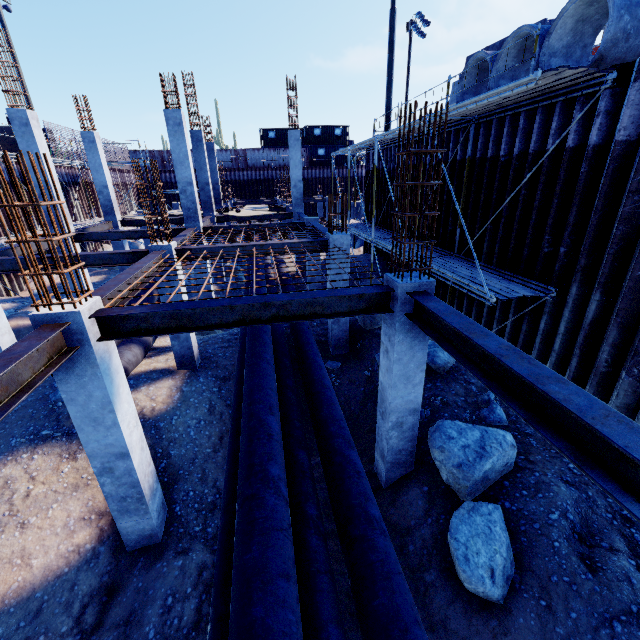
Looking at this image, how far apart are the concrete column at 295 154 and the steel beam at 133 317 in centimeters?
1452cm

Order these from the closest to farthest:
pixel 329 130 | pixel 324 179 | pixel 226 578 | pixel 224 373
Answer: pixel 226 578
pixel 224 373
pixel 324 179
pixel 329 130

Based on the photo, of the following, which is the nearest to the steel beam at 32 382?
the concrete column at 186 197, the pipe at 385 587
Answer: the pipe at 385 587

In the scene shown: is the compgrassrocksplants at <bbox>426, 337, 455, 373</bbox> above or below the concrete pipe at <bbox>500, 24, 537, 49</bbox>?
below

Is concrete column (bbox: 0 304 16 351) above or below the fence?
below

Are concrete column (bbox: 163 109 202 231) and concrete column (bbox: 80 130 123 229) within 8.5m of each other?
yes

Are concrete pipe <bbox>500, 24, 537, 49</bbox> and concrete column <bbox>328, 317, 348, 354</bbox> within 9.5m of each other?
yes

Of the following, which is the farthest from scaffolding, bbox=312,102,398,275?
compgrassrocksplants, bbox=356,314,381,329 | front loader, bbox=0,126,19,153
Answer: front loader, bbox=0,126,19,153
